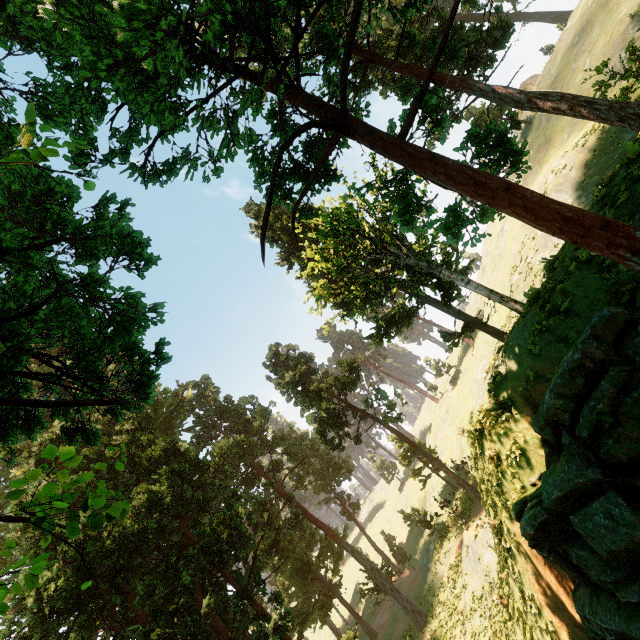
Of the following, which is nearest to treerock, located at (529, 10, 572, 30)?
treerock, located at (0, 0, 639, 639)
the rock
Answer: treerock, located at (0, 0, 639, 639)

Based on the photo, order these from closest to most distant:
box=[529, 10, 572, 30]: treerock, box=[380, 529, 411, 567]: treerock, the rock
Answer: the rock → box=[380, 529, 411, 567]: treerock → box=[529, 10, 572, 30]: treerock

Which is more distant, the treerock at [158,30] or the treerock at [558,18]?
the treerock at [558,18]

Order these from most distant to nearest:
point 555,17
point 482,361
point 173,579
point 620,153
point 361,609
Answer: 1. point 555,17
2. point 361,609
3. point 482,361
4. point 620,153
5. point 173,579

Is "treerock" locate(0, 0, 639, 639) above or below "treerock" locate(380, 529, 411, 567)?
above

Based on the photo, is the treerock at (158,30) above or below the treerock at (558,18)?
below

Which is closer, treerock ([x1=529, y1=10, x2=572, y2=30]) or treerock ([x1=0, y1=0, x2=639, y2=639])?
treerock ([x1=0, y1=0, x2=639, y2=639])

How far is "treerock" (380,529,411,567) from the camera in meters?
36.6 m
